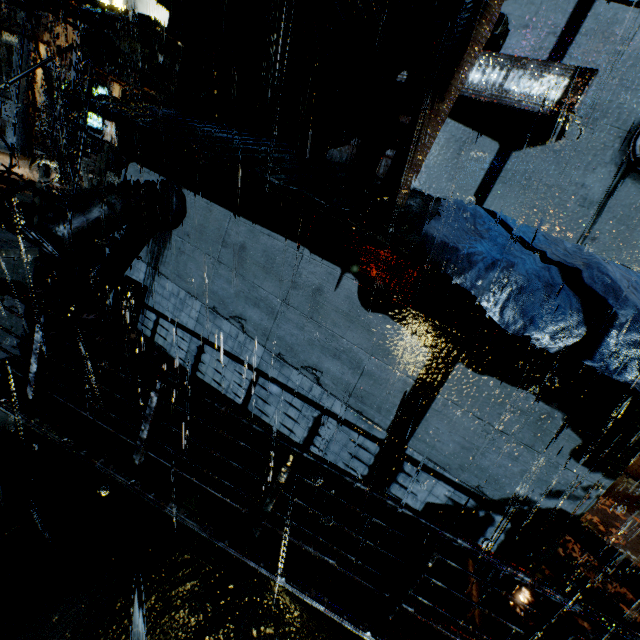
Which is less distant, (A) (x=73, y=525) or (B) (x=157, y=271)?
(A) (x=73, y=525)

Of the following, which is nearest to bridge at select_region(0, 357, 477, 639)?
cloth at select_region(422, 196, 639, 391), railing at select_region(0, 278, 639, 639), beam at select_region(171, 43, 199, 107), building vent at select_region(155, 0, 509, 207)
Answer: railing at select_region(0, 278, 639, 639)

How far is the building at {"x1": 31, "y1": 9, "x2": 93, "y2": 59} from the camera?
14.2 meters

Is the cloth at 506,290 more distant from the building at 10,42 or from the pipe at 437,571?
the pipe at 437,571

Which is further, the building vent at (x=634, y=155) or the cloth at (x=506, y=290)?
the building vent at (x=634, y=155)

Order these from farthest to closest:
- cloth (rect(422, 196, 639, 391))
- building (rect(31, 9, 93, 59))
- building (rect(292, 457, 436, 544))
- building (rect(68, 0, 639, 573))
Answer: building (rect(31, 9, 93, 59)), building (rect(292, 457, 436, 544)), building (rect(68, 0, 639, 573)), cloth (rect(422, 196, 639, 391))

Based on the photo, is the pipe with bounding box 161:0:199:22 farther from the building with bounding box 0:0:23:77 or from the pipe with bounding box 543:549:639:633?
the pipe with bounding box 543:549:639:633

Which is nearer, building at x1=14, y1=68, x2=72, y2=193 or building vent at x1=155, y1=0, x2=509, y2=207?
building vent at x1=155, y1=0, x2=509, y2=207
